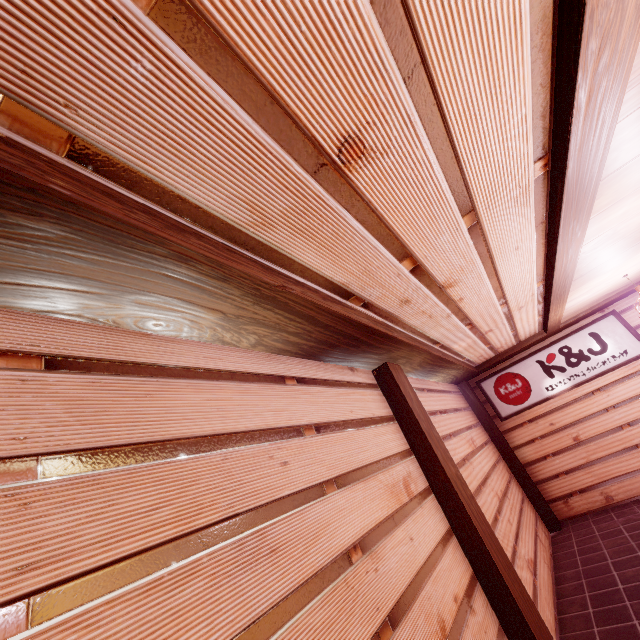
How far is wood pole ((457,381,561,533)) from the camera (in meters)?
10.18

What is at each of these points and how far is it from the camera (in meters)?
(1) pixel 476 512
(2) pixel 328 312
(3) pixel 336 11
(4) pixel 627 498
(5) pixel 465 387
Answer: (1) wood pole, 5.07
(2) wood bar, 3.55
(3) building, 1.53
(4) building, 9.74
(5) wood pole, 12.20

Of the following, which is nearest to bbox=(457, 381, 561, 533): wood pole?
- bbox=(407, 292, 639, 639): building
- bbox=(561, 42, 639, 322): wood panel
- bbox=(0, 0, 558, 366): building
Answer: bbox=(407, 292, 639, 639): building

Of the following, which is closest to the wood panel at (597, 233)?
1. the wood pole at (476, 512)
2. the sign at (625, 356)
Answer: the sign at (625, 356)

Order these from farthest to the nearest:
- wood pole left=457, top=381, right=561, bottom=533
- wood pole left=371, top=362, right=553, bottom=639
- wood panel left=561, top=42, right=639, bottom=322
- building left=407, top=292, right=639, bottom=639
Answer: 1. wood pole left=457, top=381, right=561, bottom=533
2. building left=407, top=292, right=639, bottom=639
3. wood pole left=371, top=362, right=553, bottom=639
4. wood panel left=561, top=42, right=639, bottom=322

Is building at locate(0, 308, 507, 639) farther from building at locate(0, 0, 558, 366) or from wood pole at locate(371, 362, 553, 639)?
building at locate(0, 0, 558, 366)

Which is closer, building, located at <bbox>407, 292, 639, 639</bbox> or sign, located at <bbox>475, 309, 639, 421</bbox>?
building, located at <bbox>407, 292, 639, 639</bbox>

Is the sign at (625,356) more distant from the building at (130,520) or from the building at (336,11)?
the building at (336,11)
